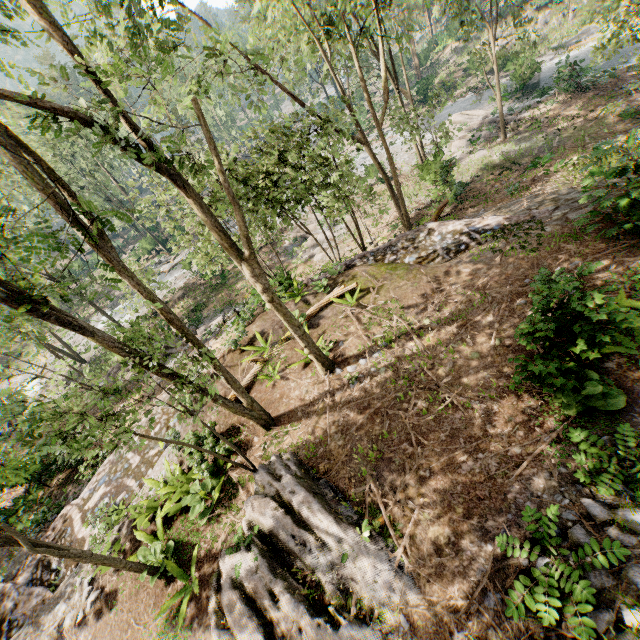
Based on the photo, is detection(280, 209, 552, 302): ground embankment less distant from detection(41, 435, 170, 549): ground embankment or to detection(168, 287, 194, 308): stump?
detection(41, 435, 170, 549): ground embankment

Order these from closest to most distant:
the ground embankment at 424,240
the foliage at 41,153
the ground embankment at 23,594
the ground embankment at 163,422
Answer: the foliage at 41,153, the ground embankment at 23,594, the ground embankment at 163,422, the ground embankment at 424,240

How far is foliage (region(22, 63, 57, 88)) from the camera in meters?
4.7 m

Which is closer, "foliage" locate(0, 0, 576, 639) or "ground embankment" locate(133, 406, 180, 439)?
"foliage" locate(0, 0, 576, 639)

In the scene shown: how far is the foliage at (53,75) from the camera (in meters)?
4.70

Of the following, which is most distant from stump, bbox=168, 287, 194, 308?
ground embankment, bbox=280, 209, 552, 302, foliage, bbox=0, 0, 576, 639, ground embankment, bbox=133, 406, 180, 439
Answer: ground embankment, bbox=280, 209, 552, 302

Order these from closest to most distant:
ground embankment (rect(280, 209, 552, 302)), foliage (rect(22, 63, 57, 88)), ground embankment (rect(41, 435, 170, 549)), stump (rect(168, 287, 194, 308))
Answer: foliage (rect(22, 63, 57, 88)) → ground embankment (rect(41, 435, 170, 549)) → ground embankment (rect(280, 209, 552, 302)) → stump (rect(168, 287, 194, 308))

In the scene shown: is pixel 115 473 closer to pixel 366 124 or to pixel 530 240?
pixel 530 240
